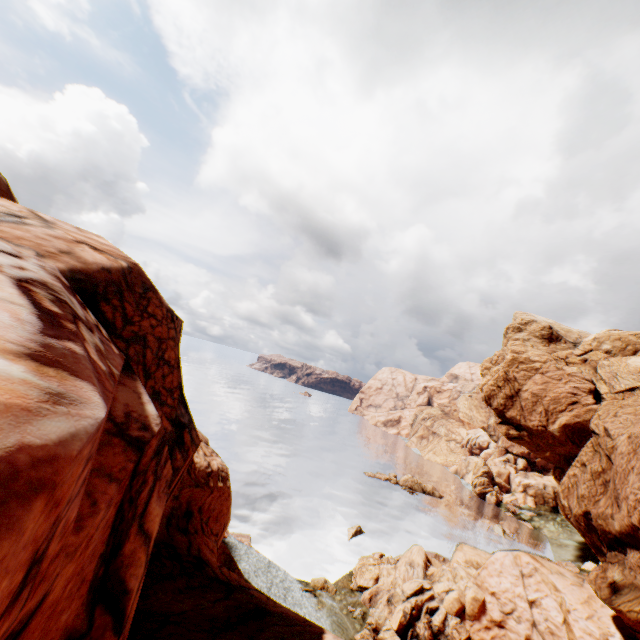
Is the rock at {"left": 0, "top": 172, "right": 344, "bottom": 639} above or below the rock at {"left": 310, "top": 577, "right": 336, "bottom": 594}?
above

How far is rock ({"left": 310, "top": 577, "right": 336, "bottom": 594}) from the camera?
32.2 meters

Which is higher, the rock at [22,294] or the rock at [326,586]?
the rock at [22,294]

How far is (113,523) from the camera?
4.8m

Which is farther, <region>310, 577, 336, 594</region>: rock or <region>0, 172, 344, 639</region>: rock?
<region>310, 577, 336, 594</region>: rock

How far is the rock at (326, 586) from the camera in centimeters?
3219cm
